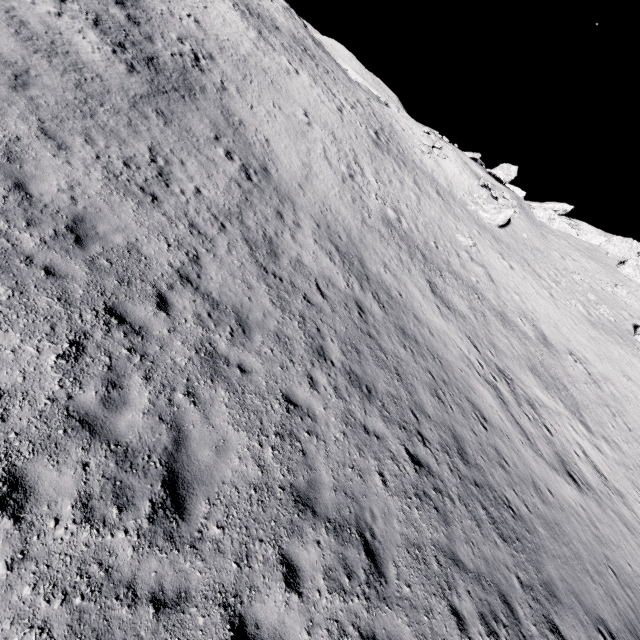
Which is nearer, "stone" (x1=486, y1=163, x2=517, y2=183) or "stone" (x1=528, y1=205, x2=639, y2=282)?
"stone" (x1=528, y1=205, x2=639, y2=282)

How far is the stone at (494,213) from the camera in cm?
3488

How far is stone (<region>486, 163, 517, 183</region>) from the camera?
49.94m

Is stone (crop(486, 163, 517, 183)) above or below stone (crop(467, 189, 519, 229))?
above

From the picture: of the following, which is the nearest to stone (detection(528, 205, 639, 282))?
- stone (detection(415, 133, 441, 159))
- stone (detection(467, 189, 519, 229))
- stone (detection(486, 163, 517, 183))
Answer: stone (detection(486, 163, 517, 183))

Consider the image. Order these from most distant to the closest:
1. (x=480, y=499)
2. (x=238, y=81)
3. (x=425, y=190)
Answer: (x=425, y=190) → (x=238, y=81) → (x=480, y=499)

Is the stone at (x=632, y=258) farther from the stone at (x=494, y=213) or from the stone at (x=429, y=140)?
the stone at (x=429, y=140)

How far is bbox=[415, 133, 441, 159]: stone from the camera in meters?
36.8
